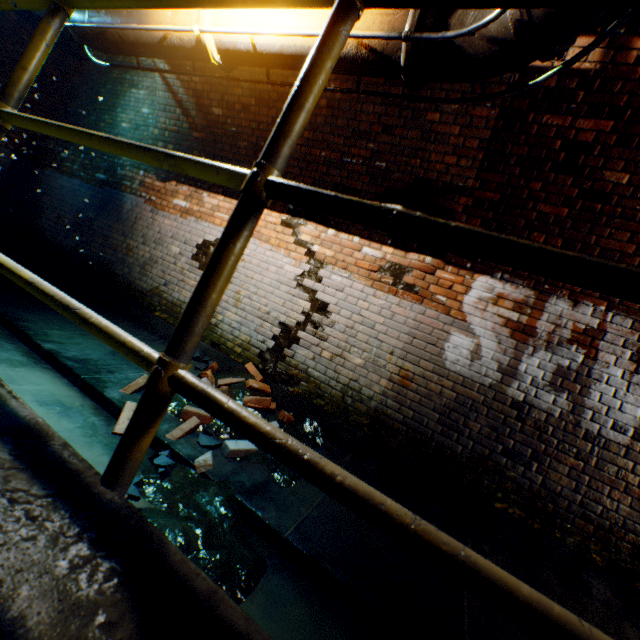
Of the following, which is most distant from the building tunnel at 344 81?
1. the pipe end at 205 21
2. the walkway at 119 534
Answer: the pipe end at 205 21

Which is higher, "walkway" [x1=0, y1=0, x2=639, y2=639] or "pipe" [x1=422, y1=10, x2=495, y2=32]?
"pipe" [x1=422, y1=10, x2=495, y2=32]

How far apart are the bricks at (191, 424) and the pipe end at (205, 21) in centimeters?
344cm

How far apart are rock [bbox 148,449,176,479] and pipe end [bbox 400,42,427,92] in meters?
3.4 m

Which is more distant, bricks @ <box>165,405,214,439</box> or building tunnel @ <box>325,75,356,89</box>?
building tunnel @ <box>325,75,356,89</box>

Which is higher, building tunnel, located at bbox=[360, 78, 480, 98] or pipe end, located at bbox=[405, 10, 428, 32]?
building tunnel, located at bbox=[360, 78, 480, 98]

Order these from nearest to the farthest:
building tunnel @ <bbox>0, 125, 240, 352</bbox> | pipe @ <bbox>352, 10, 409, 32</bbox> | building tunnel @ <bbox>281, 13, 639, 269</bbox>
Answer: pipe @ <bbox>352, 10, 409, 32</bbox> → building tunnel @ <bbox>281, 13, 639, 269</bbox> → building tunnel @ <bbox>0, 125, 240, 352</bbox>

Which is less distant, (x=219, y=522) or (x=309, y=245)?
(x=219, y=522)
